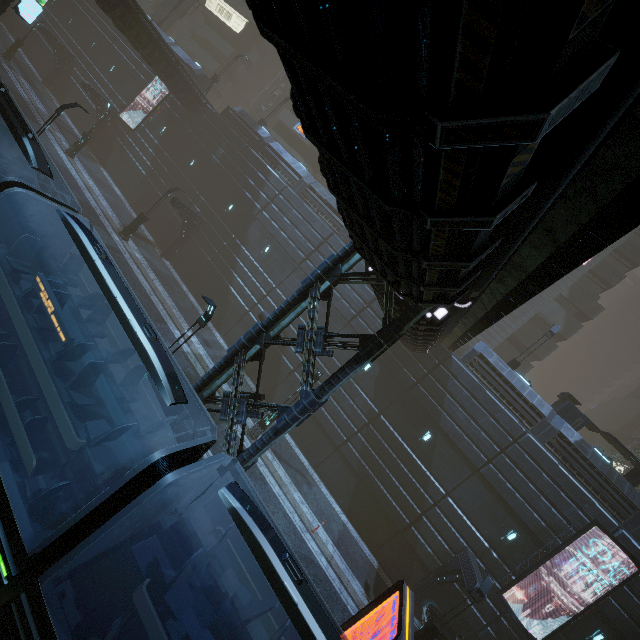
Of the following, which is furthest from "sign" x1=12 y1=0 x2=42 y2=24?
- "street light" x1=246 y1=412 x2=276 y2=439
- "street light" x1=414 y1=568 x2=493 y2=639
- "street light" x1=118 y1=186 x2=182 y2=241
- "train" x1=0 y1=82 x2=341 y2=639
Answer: "street light" x1=414 y1=568 x2=493 y2=639

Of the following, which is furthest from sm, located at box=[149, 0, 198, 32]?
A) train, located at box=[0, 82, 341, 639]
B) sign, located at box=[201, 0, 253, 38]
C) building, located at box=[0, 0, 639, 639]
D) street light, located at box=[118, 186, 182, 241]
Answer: train, located at box=[0, 82, 341, 639]

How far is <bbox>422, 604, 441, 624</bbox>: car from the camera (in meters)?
16.86

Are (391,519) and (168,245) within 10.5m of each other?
no

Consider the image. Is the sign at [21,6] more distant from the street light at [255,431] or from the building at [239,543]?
the street light at [255,431]

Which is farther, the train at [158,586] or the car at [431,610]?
the car at [431,610]

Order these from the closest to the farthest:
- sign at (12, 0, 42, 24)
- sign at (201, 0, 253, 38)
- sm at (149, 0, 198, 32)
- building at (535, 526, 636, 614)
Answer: building at (535, 526, 636, 614) → sign at (12, 0, 42, 24) → sm at (149, 0, 198, 32) → sign at (201, 0, 253, 38)

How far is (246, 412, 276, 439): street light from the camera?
18.0 meters
